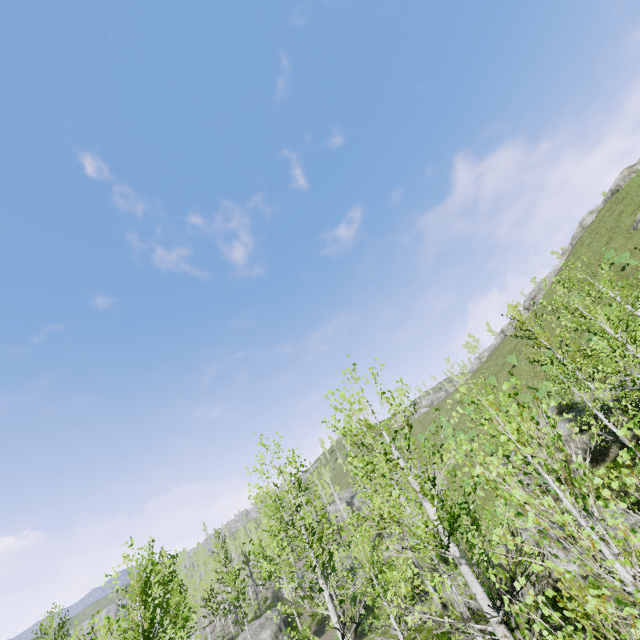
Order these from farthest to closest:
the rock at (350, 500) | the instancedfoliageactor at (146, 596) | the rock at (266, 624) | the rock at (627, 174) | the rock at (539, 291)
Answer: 1. the rock at (539, 291)
2. the rock at (350, 500)
3. the rock at (627, 174)
4. the rock at (266, 624)
5. the instancedfoliageactor at (146, 596)

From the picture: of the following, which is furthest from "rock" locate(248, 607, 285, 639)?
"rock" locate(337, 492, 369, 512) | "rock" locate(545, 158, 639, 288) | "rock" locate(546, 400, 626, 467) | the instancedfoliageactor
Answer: "rock" locate(545, 158, 639, 288)

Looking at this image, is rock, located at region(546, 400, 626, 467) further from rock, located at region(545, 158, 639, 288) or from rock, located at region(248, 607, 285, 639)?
rock, located at region(545, 158, 639, 288)

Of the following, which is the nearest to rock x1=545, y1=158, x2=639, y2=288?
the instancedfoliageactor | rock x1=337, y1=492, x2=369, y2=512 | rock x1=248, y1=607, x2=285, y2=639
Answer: rock x1=337, y1=492, x2=369, y2=512

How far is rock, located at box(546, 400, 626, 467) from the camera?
20.6 meters

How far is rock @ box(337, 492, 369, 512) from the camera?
48.7 meters

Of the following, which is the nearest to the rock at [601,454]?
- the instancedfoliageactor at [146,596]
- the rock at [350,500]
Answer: the instancedfoliageactor at [146,596]

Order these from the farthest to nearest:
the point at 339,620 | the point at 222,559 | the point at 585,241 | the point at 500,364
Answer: the point at 500,364 < the point at 585,241 < the point at 222,559 < the point at 339,620
